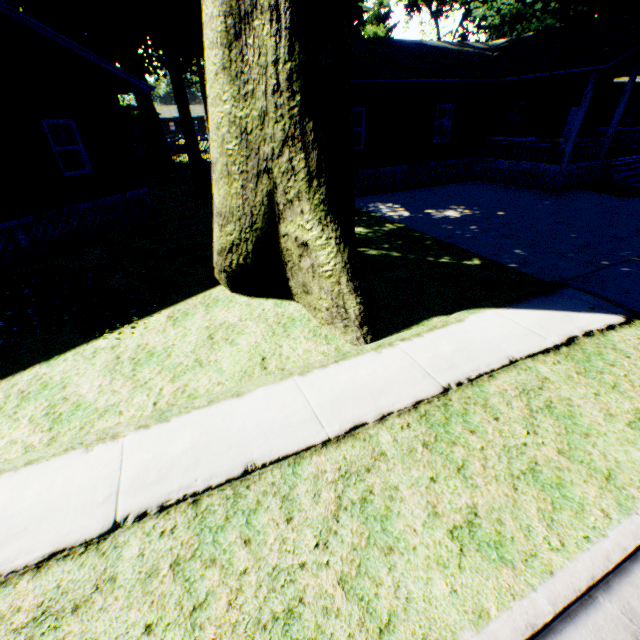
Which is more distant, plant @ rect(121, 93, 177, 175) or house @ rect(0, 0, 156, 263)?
plant @ rect(121, 93, 177, 175)

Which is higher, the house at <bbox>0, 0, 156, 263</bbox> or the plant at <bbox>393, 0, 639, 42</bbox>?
the plant at <bbox>393, 0, 639, 42</bbox>

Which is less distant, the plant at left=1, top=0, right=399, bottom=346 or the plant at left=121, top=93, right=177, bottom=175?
the plant at left=1, top=0, right=399, bottom=346

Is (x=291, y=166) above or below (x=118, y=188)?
above

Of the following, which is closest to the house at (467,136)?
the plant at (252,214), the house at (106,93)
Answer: the plant at (252,214)

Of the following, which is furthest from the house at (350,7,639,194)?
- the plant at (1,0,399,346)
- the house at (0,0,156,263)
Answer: the house at (0,0,156,263)
